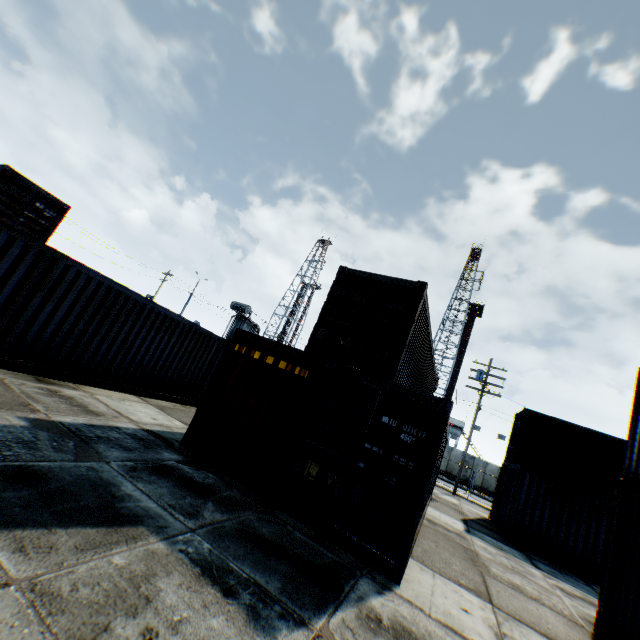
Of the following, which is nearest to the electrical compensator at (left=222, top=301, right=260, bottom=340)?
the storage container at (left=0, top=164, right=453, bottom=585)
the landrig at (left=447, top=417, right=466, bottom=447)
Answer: the storage container at (left=0, top=164, right=453, bottom=585)

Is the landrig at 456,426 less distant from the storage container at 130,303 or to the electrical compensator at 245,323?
the electrical compensator at 245,323

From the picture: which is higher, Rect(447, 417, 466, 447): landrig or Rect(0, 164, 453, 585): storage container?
Rect(447, 417, 466, 447): landrig

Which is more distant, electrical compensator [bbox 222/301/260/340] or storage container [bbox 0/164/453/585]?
electrical compensator [bbox 222/301/260/340]

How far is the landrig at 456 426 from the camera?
41.4m

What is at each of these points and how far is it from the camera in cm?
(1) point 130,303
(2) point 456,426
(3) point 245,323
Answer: (1) storage container, 972
(2) landrig, 4169
(3) electrical compensator, 2845
